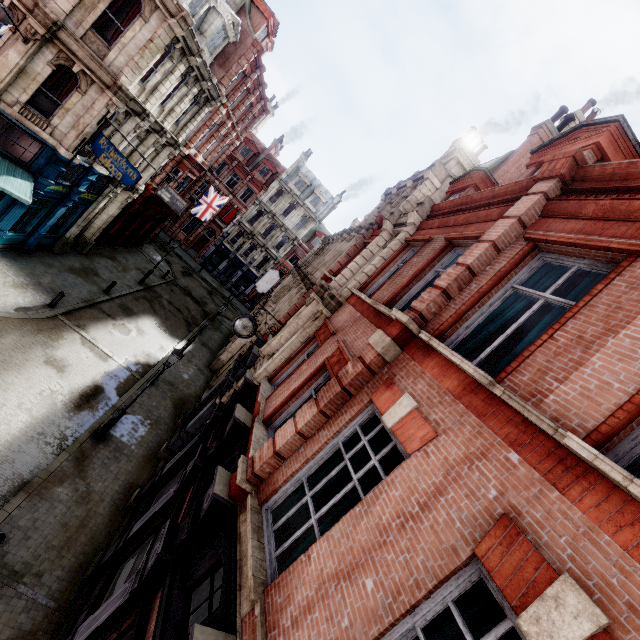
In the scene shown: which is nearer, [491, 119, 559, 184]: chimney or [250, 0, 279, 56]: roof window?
[491, 119, 559, 184]: chimney

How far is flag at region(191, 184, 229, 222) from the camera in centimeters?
2883cm

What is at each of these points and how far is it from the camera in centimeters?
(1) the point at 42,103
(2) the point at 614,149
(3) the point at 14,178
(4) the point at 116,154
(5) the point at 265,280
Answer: (1) sign, 1320cm
(2) roof window, 702cm
(3) awning, 1319cm
(4) sign, 1388cm
(5) sign, 2761cm

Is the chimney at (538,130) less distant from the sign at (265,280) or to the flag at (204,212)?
the sign at (265,280)

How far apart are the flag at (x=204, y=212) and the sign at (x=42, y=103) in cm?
1503

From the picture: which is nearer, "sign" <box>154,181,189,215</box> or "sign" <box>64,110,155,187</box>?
"sign" <box>64,110,155,187</box>

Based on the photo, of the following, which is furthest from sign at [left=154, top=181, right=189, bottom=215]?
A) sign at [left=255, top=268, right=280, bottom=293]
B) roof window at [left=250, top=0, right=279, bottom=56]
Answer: roof window at [left=250, top=0, right=279, bottom=56]

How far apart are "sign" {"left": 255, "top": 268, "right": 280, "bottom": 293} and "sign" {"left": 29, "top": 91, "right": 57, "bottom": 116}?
16.1m
